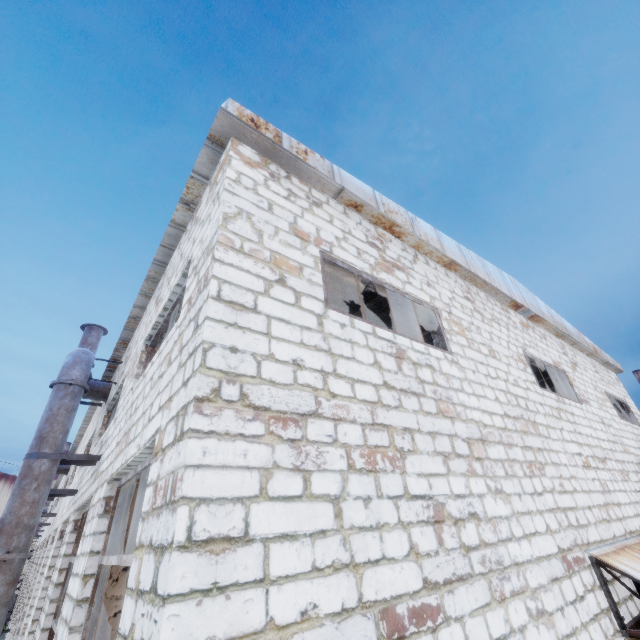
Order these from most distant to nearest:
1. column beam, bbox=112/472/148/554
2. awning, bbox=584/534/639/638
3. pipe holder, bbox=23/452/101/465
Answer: Answer: pipe holder, bbox=23/452/101/465, column beam, bbox=112/472/148/554, awning, bbox=584/534/639/638

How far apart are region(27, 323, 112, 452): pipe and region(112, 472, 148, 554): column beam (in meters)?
1.53

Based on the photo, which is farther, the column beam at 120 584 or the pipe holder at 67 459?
the pipe holder at 67 459

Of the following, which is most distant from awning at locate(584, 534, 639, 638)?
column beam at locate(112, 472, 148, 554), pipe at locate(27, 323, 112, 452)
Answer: pipe at locate(27, 323, 112, 452)

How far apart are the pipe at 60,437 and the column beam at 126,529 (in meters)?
1.53

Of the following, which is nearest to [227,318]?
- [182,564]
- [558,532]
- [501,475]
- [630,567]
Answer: [182,564]

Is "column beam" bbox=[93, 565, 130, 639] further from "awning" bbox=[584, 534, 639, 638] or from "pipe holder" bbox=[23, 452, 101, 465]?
"awning" bbox=[584, 534, 639, 638]

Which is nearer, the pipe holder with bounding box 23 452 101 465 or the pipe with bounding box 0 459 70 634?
the pipe with bounding box 0 459 70 634
